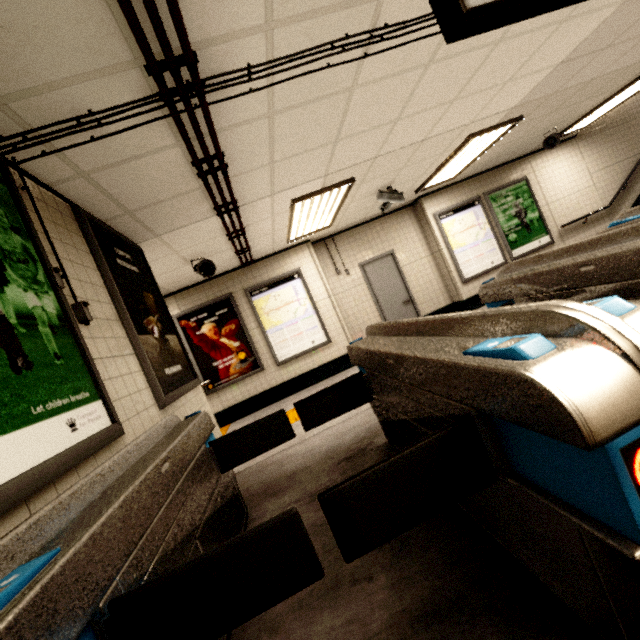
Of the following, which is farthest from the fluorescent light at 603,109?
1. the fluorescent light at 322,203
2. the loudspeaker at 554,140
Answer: the fluorescent light at 322,203

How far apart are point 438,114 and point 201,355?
5.7 meters

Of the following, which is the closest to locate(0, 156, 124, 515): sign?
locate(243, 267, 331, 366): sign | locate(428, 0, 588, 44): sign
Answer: locate(428, 0, 588, 44): sign

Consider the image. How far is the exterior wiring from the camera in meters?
1.9 m

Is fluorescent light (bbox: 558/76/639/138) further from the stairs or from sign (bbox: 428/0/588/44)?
sign (bbox: 428/0/588/44)

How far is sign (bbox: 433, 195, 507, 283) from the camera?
7.5m

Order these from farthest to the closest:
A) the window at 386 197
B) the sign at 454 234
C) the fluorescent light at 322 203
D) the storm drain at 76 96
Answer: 1. the sign at 454 234
2. the window at 386 197
3. the fluorescent light at 322 203
4. the storm drain at 76 96

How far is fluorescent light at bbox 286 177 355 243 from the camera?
4.58m
